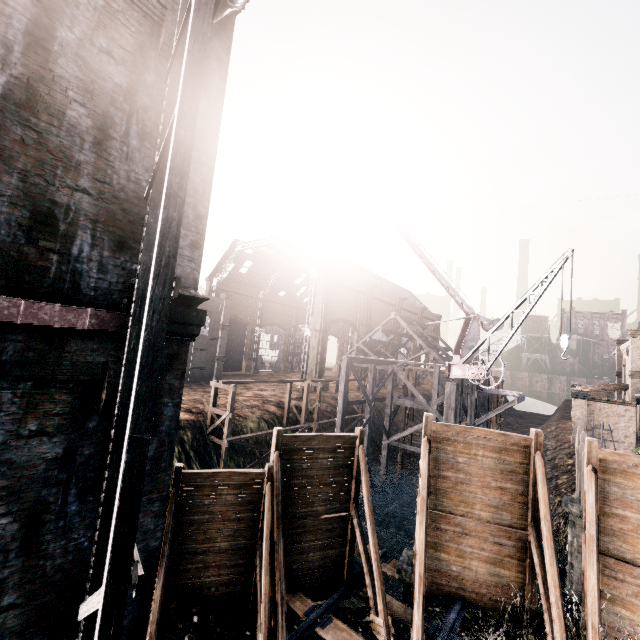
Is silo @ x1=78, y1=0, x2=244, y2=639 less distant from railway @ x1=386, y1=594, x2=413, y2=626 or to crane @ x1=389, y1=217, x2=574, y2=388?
railway @ x1=386, y1=594, x2=413, y2=626

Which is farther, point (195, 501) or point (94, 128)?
point (195, 501)

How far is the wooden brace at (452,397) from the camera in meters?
19.1 m

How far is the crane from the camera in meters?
15.0 m

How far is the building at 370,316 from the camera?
45.53m

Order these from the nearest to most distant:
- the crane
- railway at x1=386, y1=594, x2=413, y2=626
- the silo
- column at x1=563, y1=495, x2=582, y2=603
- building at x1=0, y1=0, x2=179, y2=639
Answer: the silo
building at x1=0, y1=0, x2=179, y2=639
railway at x1=386, y1=594, x2=413, y2=626
the crane
column at x1=563, y1=495, x2=582, y2=603

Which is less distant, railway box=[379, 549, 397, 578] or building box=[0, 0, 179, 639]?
building box=[0, 0, 179, 639]

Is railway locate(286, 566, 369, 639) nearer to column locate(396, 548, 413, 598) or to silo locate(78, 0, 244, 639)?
column locate(396, 548, 413, 598)
